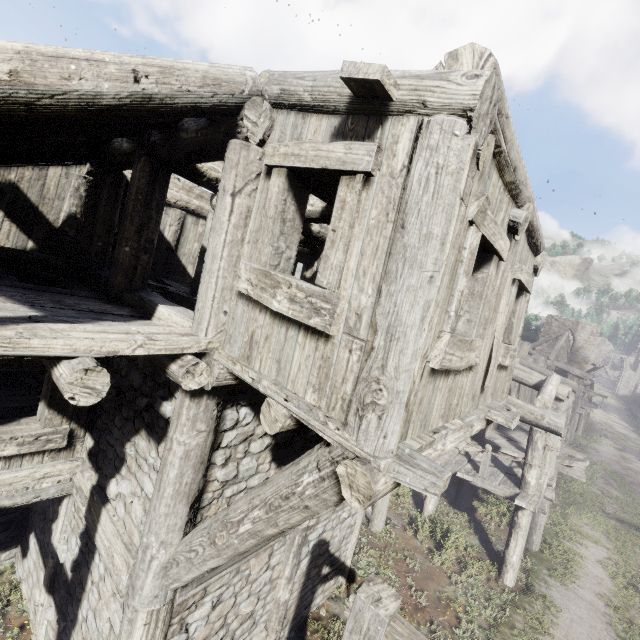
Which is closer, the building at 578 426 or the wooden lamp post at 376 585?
the wooden lamp post at 376 585

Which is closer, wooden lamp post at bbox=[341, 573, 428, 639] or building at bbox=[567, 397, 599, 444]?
wooden lamp post at bbox=[341, 573, 428, 639]

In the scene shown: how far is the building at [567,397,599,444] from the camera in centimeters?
2461cm

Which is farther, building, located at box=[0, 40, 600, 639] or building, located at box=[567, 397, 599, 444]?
building, located at box=[567, 397, 599, 444]

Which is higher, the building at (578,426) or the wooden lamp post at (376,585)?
the wooden lamp post at (376,585)

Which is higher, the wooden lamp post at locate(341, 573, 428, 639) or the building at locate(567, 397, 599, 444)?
the wooden lamp post at locate(341, 573, 428, 639)

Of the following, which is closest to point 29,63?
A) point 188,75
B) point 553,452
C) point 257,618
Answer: point 188,75
